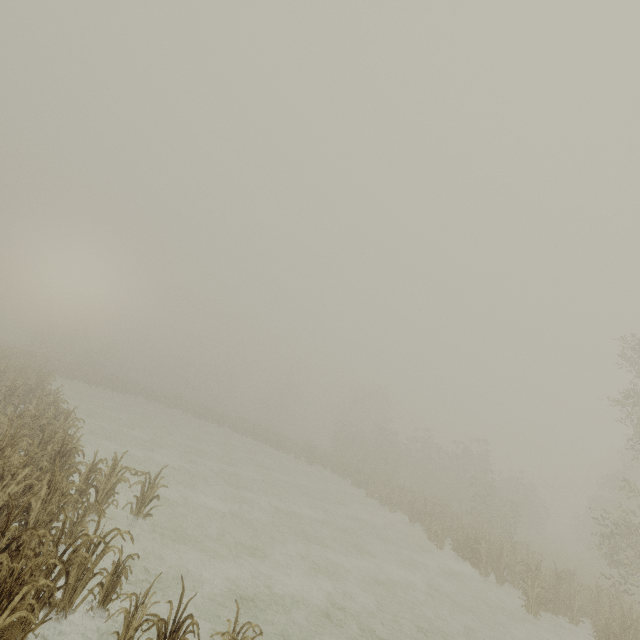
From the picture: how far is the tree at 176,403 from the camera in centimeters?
3900cm

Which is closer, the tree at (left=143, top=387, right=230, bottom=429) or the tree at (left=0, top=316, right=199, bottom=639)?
the tree at (left=0, top=316, right=199, bottom=639)

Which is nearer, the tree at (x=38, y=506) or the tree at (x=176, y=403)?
the tree at (x=38, y=506)

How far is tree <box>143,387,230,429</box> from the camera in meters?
39.0

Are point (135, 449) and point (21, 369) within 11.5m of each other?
Result: yes
